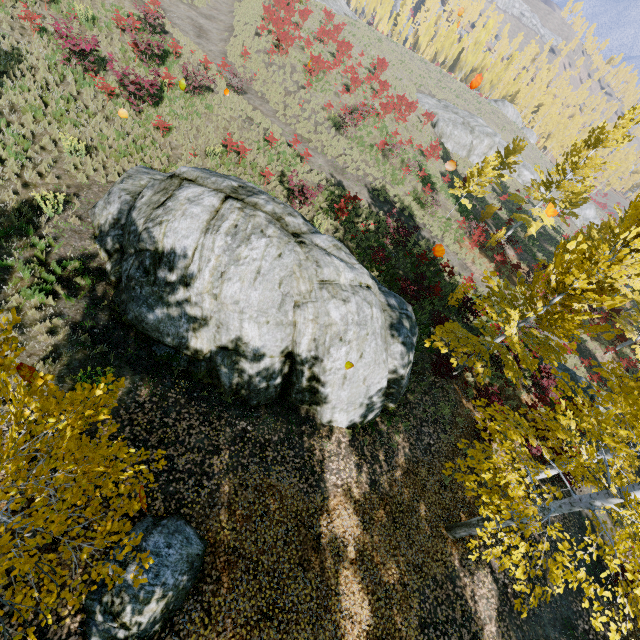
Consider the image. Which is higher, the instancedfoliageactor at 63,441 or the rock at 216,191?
the instancedfoliageactor at 63,441

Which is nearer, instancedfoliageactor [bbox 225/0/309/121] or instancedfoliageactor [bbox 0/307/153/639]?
instancedfoliageactor [bbox 0/307/153/639]

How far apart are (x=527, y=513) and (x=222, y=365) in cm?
843

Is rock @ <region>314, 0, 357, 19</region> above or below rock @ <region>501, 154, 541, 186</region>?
above

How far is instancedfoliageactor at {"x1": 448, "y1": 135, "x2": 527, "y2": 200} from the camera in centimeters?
2116cm

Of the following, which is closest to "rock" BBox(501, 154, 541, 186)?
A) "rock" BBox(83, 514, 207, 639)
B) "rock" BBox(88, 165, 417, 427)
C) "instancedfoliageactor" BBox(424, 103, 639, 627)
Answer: "instancedfoliageactor" BBox(424, 103, 639, 627)

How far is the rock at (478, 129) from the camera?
36.19m

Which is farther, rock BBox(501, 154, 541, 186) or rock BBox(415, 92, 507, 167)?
rock BBox(501, 154, 541, 186)
